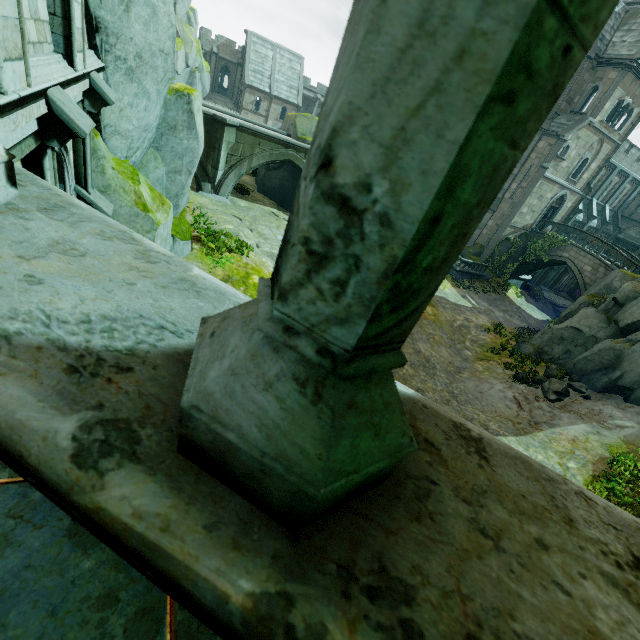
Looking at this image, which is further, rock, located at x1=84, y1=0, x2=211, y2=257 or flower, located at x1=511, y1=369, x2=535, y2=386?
flower, located at x1=511, y1=369, x2=535, y2=386

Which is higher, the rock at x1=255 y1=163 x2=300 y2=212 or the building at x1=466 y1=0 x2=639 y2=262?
the building at x1=466 y1=0 x2=639 y2=262

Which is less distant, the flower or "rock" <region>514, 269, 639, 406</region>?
"rock" <region>514, 269, 639, 406</region>

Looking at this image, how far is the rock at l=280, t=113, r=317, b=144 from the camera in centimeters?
2425cm

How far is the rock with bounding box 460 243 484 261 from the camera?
31.2m

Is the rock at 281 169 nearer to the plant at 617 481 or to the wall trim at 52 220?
the plant at 617 481

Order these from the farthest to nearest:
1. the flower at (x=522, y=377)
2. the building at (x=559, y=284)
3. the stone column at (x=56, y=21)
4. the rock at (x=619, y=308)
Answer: the building at (x=559, y=284)
the flower at (x=522, y=377)
the rock at (x=619, y=308)
the stone column at (x=56, y=21)

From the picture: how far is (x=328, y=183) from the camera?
0.4m
